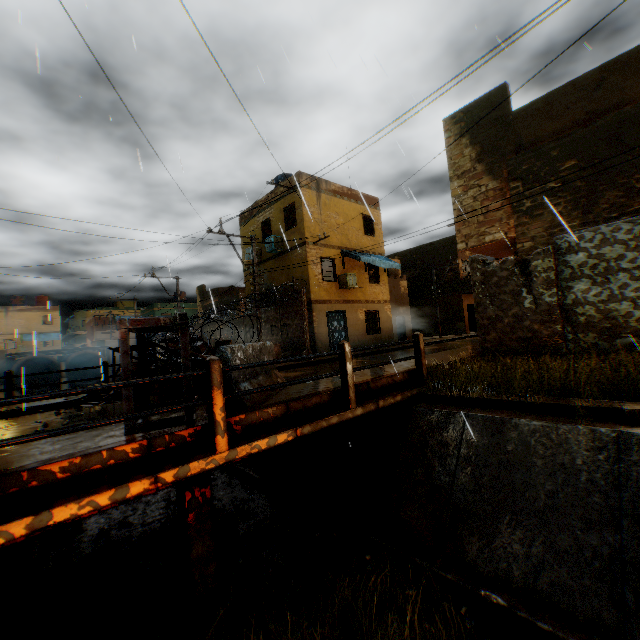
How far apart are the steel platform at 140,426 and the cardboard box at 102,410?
0.9 meters

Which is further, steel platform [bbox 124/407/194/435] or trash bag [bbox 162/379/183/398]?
trash bag [bbox 162/379/183/398]

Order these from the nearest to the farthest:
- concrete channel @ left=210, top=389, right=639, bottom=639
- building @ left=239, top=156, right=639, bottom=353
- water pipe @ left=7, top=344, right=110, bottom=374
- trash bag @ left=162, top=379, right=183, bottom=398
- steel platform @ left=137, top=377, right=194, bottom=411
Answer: concrete channel @ left=210, top=389, right=639, bottom=639, steel platform @ left=137, top=377, right=194, bottom=411, trash bag @ left=162, top=379, right=183, bottom=398, building @ left=239, top=156, right=639, bottom=353, water pipe @ left=7, top=344, right=110, bottom=374

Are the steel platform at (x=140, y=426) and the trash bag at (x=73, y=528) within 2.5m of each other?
no

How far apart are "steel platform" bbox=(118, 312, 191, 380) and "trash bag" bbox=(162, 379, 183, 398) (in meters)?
0.66

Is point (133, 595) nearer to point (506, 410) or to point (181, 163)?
point (506, 410)

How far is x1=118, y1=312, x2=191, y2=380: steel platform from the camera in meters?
4.4 m

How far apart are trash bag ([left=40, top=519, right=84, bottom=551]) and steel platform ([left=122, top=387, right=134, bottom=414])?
4.2m
